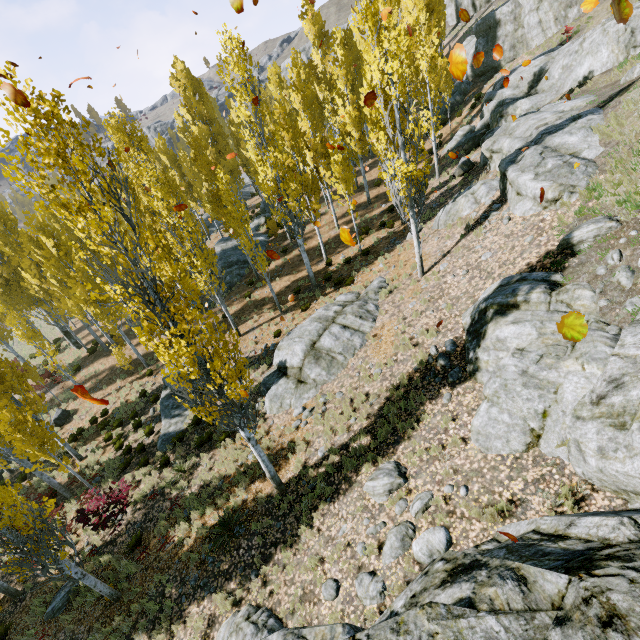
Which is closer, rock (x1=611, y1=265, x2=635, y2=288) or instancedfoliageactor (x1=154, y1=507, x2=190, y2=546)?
rock (x1=611, y1=265, x2=635, y2=288)

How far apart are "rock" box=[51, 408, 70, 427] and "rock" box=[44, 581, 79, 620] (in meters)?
12.34

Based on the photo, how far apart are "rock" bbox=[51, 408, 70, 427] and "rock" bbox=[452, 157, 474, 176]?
29.9m

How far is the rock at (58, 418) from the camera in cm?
2073

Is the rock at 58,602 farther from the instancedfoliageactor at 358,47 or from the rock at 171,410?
the rock at 171,410

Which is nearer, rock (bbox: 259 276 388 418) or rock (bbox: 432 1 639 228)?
rock (bbox: 432 1 639 228)

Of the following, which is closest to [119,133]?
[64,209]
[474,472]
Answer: [64,209]

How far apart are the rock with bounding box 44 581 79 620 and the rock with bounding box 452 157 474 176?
26.9m
